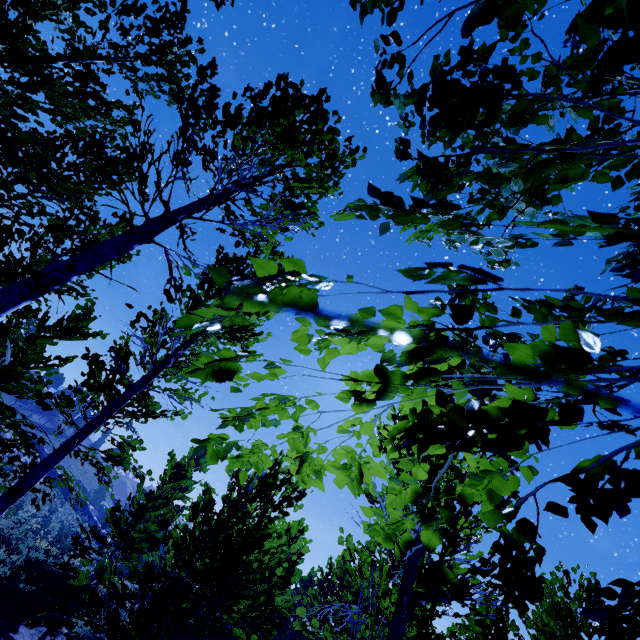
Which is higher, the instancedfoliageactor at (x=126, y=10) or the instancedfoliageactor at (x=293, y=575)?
the instancedfoliageactor at (x=126, y=10)

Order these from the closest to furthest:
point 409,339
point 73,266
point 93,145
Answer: point 409,339
point 73,266
point 93,145

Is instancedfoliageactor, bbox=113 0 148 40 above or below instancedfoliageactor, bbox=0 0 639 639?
above

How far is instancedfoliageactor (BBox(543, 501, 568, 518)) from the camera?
0.9m

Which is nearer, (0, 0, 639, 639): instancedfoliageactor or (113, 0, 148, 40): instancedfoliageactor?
(0, 0, 639, 639): instancedfoliageactor
